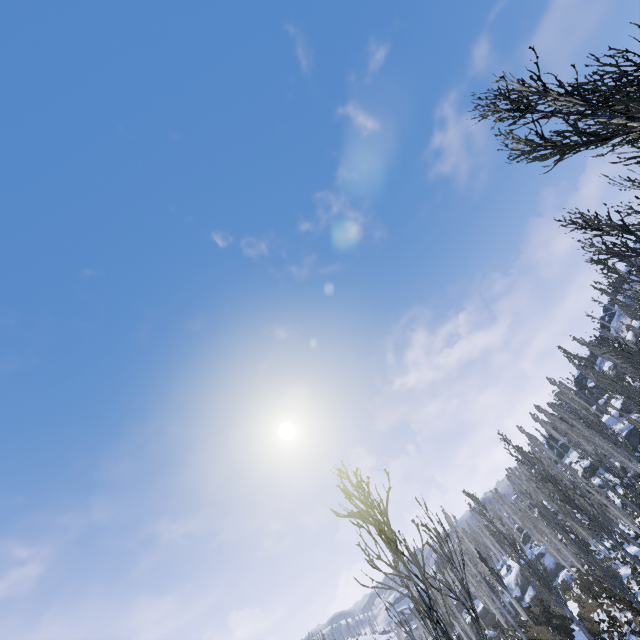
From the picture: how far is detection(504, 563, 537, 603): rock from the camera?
45.2 meters

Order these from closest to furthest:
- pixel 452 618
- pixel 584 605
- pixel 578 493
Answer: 1. pixel 584 605
2. pixel 578 493
3. pixel 452 618

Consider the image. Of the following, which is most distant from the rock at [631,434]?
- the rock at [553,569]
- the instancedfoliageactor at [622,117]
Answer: the rock at [553,569]

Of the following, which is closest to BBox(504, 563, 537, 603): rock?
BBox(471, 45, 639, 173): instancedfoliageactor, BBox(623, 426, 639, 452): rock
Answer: BBox(471, 45, 639, 173): instancedfoliageactor

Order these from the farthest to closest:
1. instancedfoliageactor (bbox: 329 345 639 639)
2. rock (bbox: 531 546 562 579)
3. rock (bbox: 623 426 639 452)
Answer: rock (bbox: 531 546 562 579), rock (bbox: 623 426 639 452), instancedfoliageactor (bbox: 329 345 639 639)
